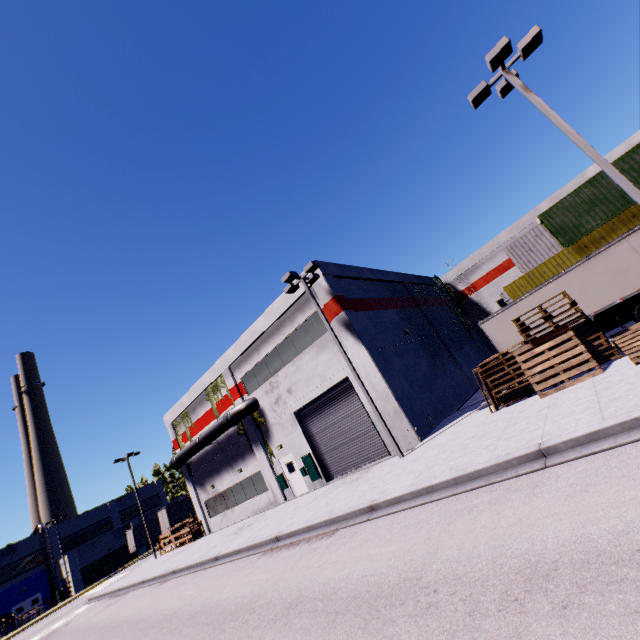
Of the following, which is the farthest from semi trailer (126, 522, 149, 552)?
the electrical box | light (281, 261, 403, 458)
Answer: the electrical box

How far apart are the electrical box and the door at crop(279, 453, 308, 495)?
0.1 meters

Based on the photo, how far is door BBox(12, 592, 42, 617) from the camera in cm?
4291

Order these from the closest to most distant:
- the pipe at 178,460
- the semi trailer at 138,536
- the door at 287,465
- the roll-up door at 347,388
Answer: the roll-up door at 347,388
the door at 287,465
the pipe at 178,460
the semi trailer at 138,536

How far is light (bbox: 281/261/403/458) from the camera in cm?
1416

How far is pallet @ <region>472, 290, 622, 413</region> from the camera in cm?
1052

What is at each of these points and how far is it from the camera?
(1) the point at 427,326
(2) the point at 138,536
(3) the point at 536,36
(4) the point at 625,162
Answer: (1) building, 25.0 meters
(2) semi trailer, 43.1 meters
(3) light, 10.0 meters
(4) cargo container, 18.2 meters

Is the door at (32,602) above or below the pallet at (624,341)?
above
